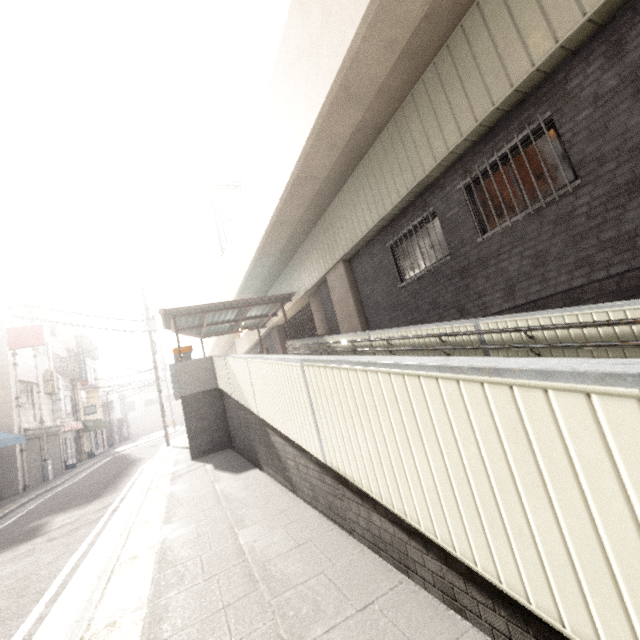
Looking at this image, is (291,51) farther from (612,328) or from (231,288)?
(231,288)

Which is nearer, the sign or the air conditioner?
the sign

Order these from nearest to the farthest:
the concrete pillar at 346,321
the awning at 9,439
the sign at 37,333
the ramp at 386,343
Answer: the ramp at 386,343 < the concrete pillar at 346,321 < the awning at 9,439 < the sign at 37,333

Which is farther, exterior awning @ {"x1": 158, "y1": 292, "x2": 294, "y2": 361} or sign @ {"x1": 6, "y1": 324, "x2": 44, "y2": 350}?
sign @ {"x1": 6, "y1": 324, "x2": 44, "y2": 350}

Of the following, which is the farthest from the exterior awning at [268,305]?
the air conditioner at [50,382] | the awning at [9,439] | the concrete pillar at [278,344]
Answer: the air conditioner at [50,382]

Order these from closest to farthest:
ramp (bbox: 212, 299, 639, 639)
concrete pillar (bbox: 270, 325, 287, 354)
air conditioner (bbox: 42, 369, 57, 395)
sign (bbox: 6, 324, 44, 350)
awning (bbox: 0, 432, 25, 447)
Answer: ramp (bbox: 212, 299, 639, 639) < awning (bbox: 0, 432, 25, 447) < sign (bbox: 6, 324, 44, 350) < air conditioner (bbox: 42, 369, 57, 395) < concrete pillar (bbox: 270, 325, 287, 354)

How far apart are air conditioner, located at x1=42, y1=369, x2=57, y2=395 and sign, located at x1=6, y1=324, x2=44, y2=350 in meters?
3.8 m

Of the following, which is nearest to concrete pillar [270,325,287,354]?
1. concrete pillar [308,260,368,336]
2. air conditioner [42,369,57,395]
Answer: concrete pillar [308,260,368,336]
